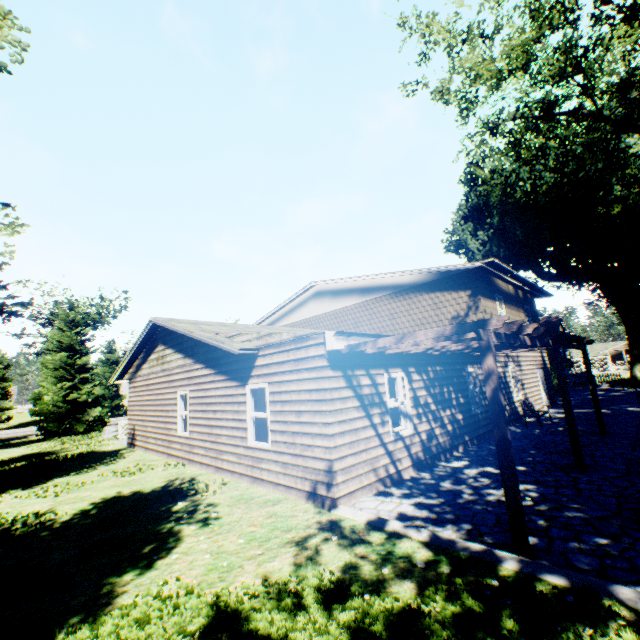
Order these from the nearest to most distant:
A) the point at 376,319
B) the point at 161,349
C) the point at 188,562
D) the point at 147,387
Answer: the point at 188,562, the point at 161,349, the point at 147,387, the point at 376,319

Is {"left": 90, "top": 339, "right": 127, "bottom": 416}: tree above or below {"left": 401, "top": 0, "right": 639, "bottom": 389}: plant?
below

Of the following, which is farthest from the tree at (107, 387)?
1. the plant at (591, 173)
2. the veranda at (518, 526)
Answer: the veranda at (518, 526)

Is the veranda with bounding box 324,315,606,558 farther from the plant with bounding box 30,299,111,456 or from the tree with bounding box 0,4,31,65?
the plant with bounding box 30,299,111,456

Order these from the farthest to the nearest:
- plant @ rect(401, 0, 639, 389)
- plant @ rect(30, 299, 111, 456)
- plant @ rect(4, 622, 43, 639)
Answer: plant @ rect(30, 299, 111, 456) < plant @ rect(401, 0, 639, 389) < plant @ rect(4, 622, 43, 639)

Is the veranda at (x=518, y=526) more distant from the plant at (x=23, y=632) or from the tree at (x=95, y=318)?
the plant at (x=23, y=632)
